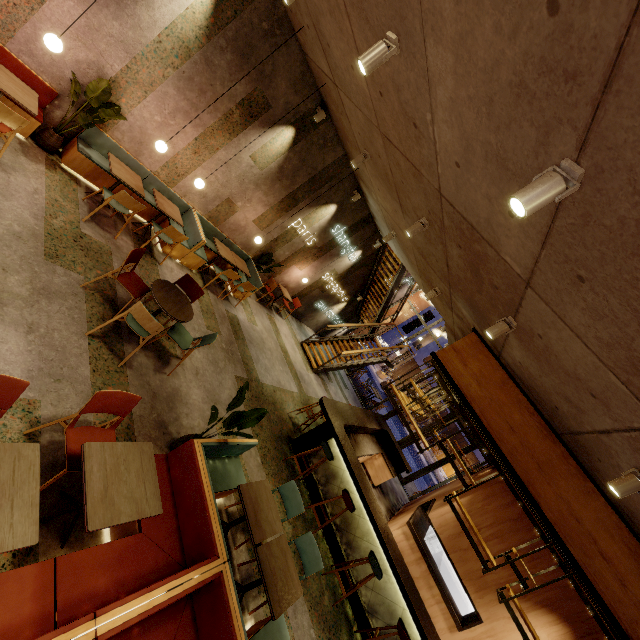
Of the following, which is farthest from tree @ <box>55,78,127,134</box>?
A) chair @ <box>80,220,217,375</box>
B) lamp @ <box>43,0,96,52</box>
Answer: chair @ <box>80,220,217,375</box>

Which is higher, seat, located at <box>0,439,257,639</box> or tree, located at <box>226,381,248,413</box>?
tree, located at <box>226,381,248,413</box>

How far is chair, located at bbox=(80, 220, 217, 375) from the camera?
4.1 meters

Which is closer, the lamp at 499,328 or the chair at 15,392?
the chair at 15,392

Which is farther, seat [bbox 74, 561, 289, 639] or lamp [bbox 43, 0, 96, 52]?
lamp [bbox 43, 0, 96, 52]

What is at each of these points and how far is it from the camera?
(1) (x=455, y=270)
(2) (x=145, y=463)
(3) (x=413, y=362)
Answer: (1) building, 5.22m
(2) table, 2.89m
(3) building, 38.66m

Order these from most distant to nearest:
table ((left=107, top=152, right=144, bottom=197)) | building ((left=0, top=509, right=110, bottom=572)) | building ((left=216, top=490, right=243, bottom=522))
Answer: table ((left=107, top=152, right=144, bottom=197)) → building ((left=216, top=490, right=243, bottom=522)) → building ((left=0, top=509, right=110, bottom=572))

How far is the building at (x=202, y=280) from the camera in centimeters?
591cm
